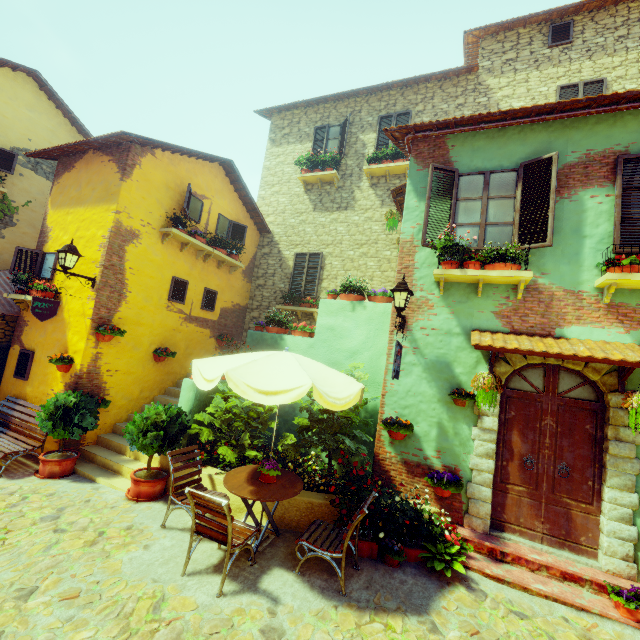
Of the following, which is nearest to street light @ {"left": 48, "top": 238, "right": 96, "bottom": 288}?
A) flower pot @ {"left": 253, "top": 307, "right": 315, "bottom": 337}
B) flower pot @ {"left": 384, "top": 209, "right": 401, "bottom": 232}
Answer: flower pot @ {"left": 253, "top": 307, "right": 315, "bottom": 337}

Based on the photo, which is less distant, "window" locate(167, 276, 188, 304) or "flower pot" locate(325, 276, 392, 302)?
"flower pot" locate(325, 276, 392, 302)

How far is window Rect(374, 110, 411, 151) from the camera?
10.87m

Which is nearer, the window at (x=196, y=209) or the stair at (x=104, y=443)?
the stair at (x=104, y=443)

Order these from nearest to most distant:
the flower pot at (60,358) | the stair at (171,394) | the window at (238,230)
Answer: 1. the flower pot at (60,358)
2. the stair at (171,394)
3. the window at (238,230)

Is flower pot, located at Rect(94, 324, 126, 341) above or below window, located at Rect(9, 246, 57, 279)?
below

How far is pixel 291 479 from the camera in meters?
5.0

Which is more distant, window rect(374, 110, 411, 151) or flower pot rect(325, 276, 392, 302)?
window rect(374, 110, 411, 151)
